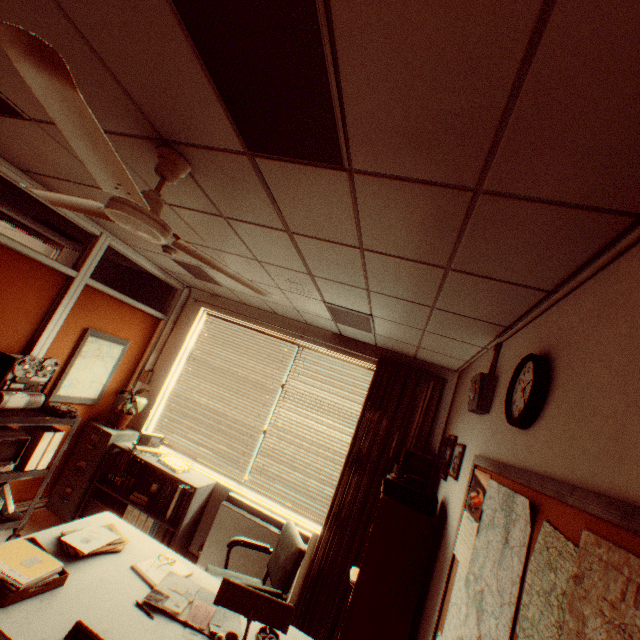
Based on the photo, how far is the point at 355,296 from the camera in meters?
2.9

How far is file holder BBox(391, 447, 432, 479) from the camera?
3.5m

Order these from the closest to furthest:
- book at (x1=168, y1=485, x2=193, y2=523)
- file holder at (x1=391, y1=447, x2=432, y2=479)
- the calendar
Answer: the calendar < file holder at (x1=391, y1=447, x2=432, y2=479) < book at (x1=168, y1=485, x2=193, y2=523)

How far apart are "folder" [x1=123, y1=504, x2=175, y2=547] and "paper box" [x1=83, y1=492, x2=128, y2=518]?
0.05m

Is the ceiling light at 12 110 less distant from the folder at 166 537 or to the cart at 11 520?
the cart at 11 520

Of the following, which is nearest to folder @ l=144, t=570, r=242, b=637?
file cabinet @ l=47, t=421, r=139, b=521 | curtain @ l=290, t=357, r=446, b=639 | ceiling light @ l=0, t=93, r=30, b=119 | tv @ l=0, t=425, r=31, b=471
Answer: curtain @ l=290, t=357, r=446, b=639

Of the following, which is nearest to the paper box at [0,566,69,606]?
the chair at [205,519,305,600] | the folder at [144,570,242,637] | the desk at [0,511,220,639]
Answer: the desk at [0,511,220,639]

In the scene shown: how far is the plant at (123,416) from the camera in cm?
458
